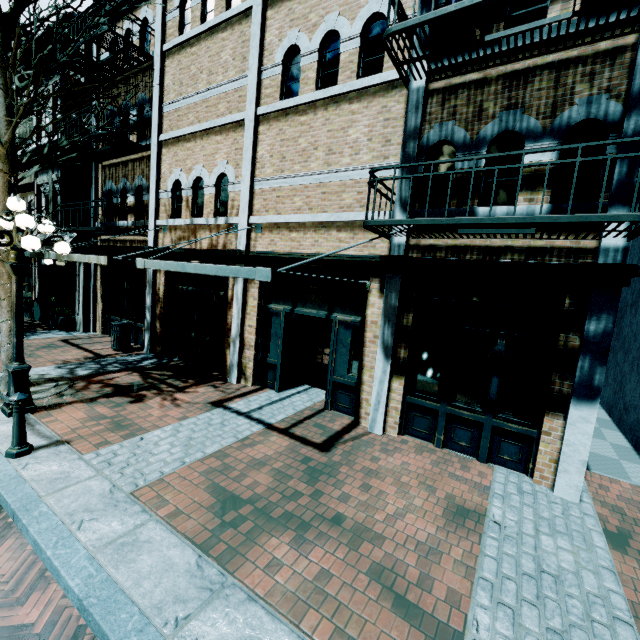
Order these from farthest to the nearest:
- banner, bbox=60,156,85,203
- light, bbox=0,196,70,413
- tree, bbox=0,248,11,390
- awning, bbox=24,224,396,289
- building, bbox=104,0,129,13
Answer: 1. banner, bbox=60,156,85,203
2. building, bbox=104,0,129,13
3. tree, bbox=0,248,11,390
4. light, bbox=0,196,70,413
5. awning, bbox=24,224,396,289

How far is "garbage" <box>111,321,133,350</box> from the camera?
10.16m

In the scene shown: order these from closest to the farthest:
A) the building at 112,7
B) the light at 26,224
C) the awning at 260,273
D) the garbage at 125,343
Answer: the awning at 260,273 → the light at 26,224 → the building at 112,7 → the garbage at 125,343

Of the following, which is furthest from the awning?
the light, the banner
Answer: the banner

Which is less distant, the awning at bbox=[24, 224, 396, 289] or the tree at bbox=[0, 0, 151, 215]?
the awning at bbox=[24, 224, 396, 289]

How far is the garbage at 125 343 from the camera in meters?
10.2

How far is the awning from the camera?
4.0 meters

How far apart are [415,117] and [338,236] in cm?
245
